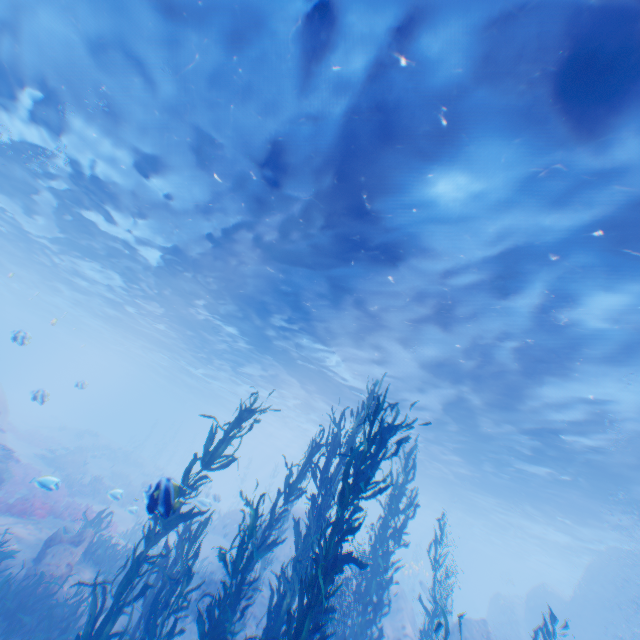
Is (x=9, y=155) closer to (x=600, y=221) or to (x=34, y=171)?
(x=34, y=171)

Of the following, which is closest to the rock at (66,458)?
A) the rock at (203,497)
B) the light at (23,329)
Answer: the rock at (203,497)

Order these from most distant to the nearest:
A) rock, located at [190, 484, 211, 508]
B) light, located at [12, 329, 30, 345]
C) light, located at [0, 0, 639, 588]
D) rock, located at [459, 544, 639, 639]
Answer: rock, located at [459, 544, 639, 639], rock, located at [190, 484, 211, 508], light, located at [12, 329, 30, 345], light, located at [0, 0, 639, 588]

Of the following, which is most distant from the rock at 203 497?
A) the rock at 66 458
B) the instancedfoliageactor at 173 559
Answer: the rock at 66 458

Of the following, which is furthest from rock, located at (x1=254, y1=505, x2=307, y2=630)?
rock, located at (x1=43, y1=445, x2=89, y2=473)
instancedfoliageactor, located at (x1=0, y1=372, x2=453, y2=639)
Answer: rock, located at (x1=43, y1=445, x2=89, y2=473)

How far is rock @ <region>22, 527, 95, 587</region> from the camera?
8.9 meters

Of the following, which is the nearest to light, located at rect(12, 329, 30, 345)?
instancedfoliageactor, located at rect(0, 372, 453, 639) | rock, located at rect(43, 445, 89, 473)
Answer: instancedfoliageactor, located at rect(0, 372, 453, 639)
